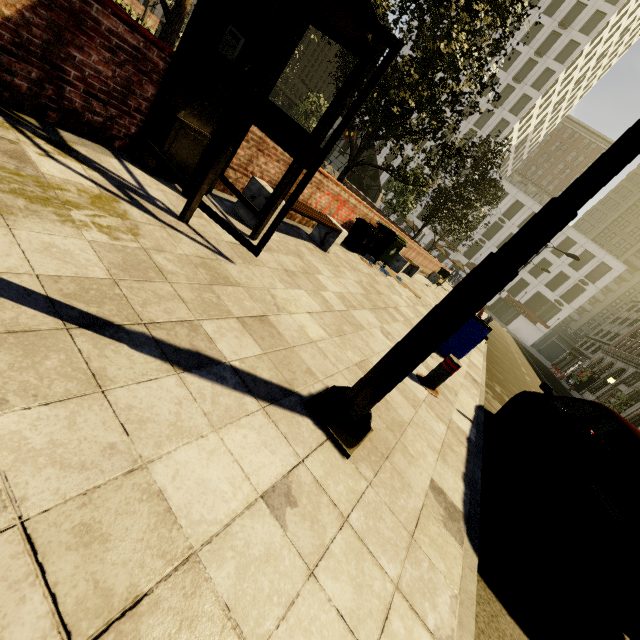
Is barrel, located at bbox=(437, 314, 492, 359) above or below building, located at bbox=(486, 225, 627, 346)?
below

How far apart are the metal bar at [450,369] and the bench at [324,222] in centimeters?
313cm

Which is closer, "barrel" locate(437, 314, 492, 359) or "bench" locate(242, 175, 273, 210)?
"bench" locate(242, 175, 273, 210)

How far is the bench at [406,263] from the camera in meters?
12.3

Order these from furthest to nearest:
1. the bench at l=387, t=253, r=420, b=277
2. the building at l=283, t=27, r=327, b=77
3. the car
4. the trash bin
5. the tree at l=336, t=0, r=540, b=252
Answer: the building at l=283, t=27, r=327, b=77
the bench at l=387, t=253, r=420, b=277
the trash bin
the tree at l=336, t=0, r=540, b=252
the car

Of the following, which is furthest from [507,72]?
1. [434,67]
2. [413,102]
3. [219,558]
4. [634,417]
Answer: [219,558]

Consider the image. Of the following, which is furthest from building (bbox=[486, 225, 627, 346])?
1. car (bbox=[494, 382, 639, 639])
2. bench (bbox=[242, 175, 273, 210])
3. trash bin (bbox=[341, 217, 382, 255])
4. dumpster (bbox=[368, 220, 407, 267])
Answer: bench (bbox=[242, 175, 273, 210])

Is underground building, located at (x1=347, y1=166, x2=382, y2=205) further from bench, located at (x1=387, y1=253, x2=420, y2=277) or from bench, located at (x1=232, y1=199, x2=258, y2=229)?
bench, located at (x1=232, y1=199, x2=258, y2=229)
